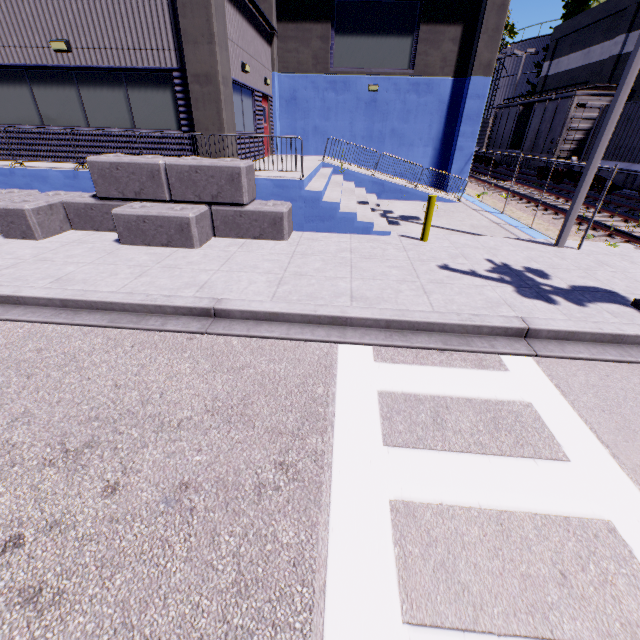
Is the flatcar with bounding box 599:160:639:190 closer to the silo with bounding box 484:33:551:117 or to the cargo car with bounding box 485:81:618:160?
the cargo car with bounding box 485:81:618:160

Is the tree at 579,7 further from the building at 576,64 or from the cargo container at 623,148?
the cargo container at 623,148

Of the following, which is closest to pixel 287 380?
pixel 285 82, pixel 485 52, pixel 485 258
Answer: pixel 485 258

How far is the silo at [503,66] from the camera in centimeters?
3425cm

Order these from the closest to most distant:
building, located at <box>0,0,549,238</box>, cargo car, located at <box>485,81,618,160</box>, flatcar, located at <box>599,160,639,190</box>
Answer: building, located at <box>0,0,549,238</box> → flatcar, located at <box>599,160,639,190</box> → cargo car, located at <box>485,81,618,160</box>

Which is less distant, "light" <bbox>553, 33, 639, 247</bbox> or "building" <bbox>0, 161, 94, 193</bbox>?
"light" <bbox>553, 33, 639, 247</bbox>

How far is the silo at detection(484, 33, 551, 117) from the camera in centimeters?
3425cm

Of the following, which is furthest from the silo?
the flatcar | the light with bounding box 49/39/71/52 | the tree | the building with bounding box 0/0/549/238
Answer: the light with bounding box 49/39/71/52
